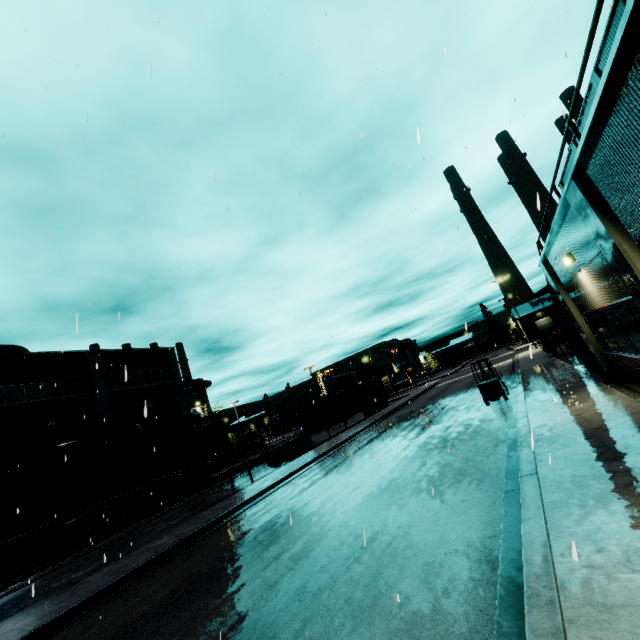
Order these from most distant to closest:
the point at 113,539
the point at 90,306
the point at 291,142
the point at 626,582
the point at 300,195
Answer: the point at 113,539 < the point at 291,142 < the point at 90,306 < the point at 300,195 < the point at 626,582

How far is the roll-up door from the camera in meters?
24.5 m

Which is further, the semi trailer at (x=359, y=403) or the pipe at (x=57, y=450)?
the pipe at (x=57, y=450)

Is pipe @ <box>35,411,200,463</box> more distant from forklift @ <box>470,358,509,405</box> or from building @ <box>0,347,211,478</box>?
forklift @ <box>470,358,509,405</box>

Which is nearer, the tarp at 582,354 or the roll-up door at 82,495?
the tarp at 582,354

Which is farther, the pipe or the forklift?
the pipe

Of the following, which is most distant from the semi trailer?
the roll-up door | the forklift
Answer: the forklift

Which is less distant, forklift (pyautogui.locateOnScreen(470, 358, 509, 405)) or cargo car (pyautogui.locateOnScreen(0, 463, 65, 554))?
forklift (pyautogui.locateOnScreen(470, 358, 509, 405))
